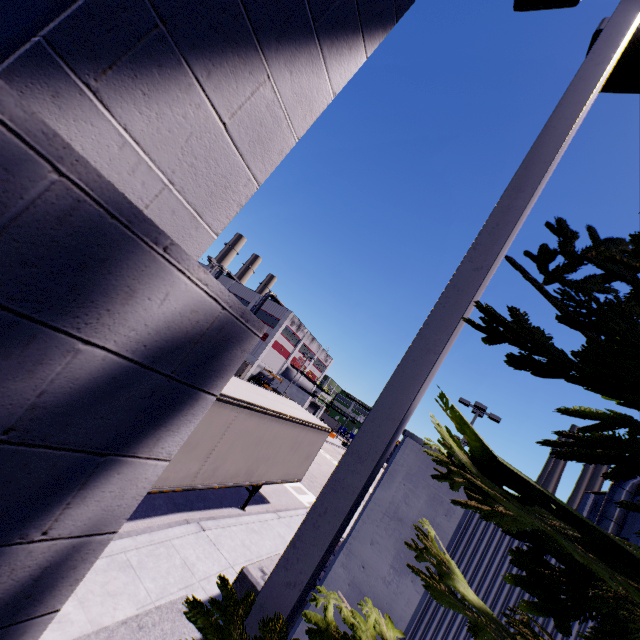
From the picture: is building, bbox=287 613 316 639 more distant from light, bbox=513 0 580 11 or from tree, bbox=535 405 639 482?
light, bbox=513 0 580 11

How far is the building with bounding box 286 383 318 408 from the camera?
56.1m

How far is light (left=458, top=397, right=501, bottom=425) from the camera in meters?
18.5

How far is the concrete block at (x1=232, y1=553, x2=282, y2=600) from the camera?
6.6 meters

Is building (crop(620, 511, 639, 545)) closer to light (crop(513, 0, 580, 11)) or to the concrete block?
the concrete block

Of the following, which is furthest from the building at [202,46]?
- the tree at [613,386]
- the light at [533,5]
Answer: the light at [533,5]

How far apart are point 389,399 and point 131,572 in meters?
7.9

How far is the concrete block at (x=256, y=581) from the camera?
6.64m
